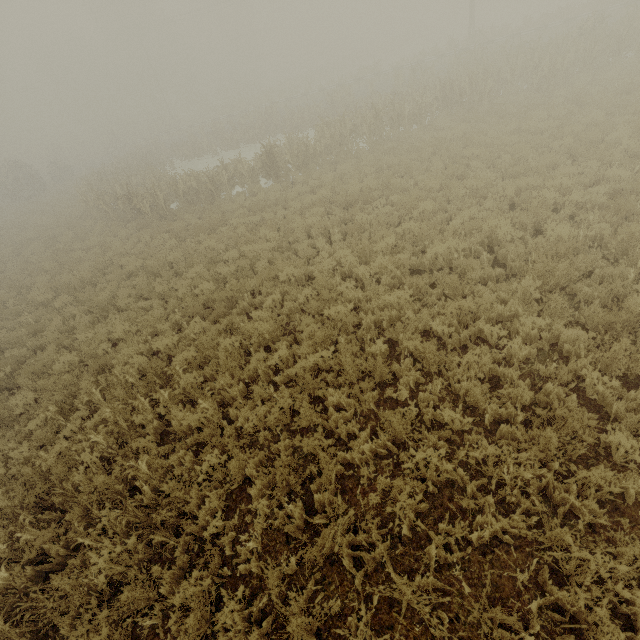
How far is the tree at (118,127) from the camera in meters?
47.1

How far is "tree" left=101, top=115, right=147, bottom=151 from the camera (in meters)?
47.06

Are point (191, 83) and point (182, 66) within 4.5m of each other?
yes
